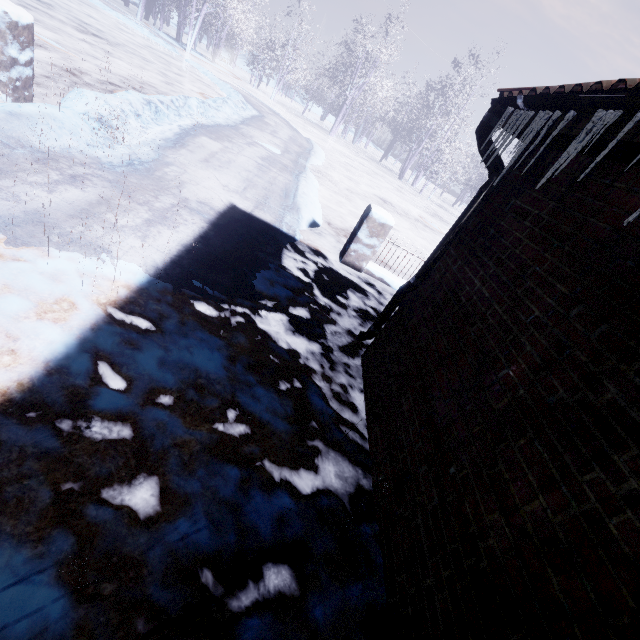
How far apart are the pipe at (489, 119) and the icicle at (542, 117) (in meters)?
0.53

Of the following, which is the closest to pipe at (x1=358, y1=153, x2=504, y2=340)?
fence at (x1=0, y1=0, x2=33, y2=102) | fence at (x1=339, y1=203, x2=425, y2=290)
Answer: fence at (x1=339, y1=203, x2=425, y2=290)

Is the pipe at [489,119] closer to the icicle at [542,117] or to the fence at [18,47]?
the icicle at [542,117]

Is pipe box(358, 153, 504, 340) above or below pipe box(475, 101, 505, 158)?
below

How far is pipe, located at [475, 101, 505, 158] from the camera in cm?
205

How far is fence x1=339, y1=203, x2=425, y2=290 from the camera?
4.7m

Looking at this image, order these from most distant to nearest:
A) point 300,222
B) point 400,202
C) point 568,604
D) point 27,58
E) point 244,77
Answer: point 244,77, point 400,202, point 300,222, point 27,58, point 568,604

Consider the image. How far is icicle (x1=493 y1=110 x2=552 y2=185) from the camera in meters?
1.5 m
